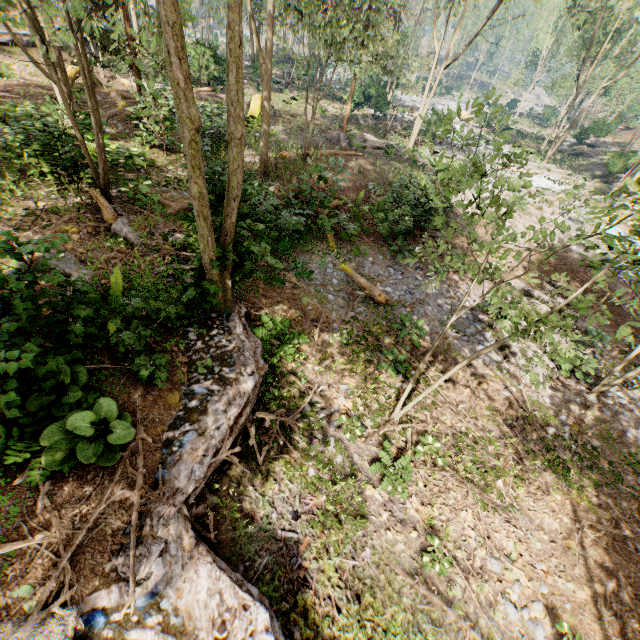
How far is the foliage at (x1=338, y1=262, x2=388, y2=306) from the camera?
11.51m

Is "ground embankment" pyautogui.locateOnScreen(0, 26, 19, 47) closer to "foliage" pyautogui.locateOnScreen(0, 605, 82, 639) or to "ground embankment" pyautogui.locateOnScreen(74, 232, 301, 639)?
"foliage" pyautogui.locateOnScreen(0, 605, 82, 639)

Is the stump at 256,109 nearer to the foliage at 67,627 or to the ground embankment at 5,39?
the foliage at 67,627

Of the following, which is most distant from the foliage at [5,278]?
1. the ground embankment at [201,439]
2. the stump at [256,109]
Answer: the stump at [256,109]

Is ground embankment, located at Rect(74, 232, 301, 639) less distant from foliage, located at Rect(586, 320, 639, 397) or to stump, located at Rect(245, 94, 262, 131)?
foliage, located at Rect(586, 320, 639, 397)

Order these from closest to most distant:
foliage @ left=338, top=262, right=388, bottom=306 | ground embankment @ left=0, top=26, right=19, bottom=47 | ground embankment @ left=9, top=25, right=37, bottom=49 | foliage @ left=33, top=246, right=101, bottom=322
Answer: foliage @ left=33, top=246, right=101, bottom=322, foliage @ left=338, top=262, right=388, bottom=306, ground embankment @ left=0, top=26, right=19, bottom=47, ground embankment @ left=9, top=25, right=37, bottom=49

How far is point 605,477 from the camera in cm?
816
